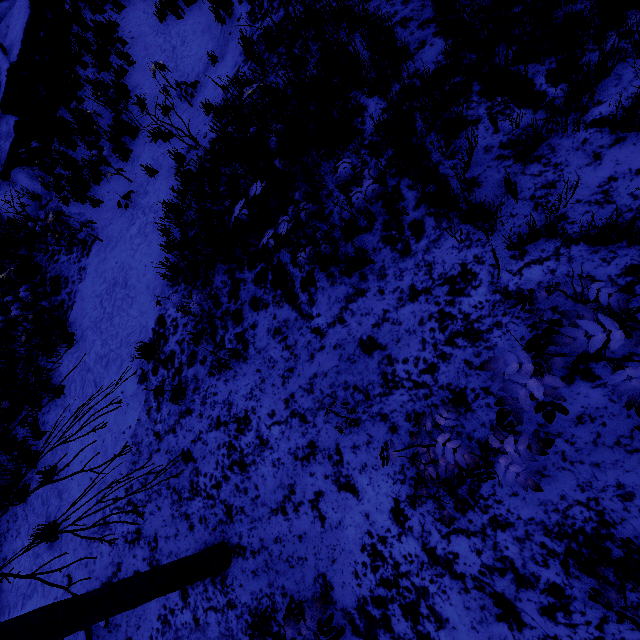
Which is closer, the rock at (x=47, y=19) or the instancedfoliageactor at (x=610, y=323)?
the instancedfoliageactor at (x=610, y=323)

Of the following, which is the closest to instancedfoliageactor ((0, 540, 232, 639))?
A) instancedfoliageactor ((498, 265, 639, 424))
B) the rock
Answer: instancedfoliageactor ((498, 265, 639, 424))

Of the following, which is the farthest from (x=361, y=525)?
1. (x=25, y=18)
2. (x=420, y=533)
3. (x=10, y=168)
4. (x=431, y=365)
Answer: (x=25, y=18)

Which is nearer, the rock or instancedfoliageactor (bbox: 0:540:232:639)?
instancedfoliageactor (bbox: 0:540:232:639)

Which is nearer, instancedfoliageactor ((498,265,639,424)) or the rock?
instancedfoliageactor ((498,265,639,424))

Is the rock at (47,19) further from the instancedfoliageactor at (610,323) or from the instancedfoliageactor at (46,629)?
the instancedfoliageactor at (610,323)

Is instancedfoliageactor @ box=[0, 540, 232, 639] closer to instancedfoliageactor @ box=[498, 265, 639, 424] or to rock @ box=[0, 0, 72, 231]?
instancedfoliageactor @ box=[498, 265, 639, 424]
